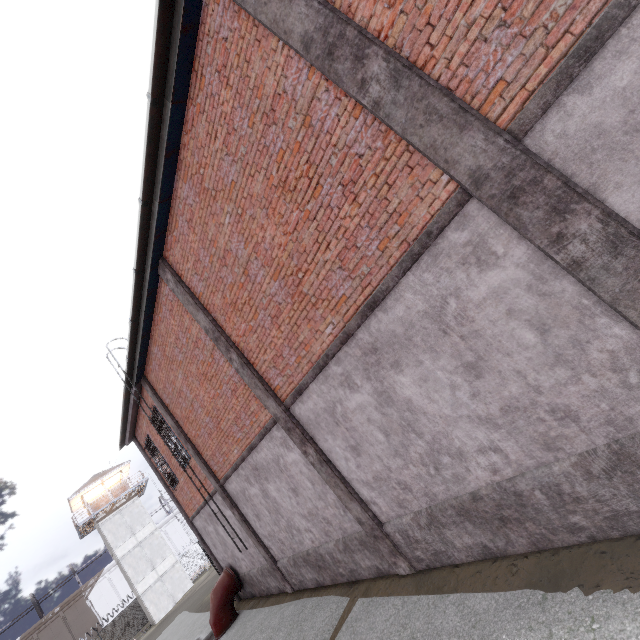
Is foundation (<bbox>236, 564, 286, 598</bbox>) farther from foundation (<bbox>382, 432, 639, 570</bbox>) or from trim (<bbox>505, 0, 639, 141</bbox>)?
trim (<bbox>505, 0, 639, 141</bbox>)

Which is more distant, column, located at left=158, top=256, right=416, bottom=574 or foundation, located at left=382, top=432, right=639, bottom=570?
column, located at left=158, top=256, right=416, bottom=574

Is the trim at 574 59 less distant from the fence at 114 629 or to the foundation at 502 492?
the foundation at 502 492

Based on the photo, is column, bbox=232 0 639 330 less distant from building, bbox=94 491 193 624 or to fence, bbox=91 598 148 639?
fence, bbox=91 598 148 639

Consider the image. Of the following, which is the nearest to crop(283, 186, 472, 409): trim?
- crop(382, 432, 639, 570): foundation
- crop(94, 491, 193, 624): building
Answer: crop(382, 432, 639, 570): foundation

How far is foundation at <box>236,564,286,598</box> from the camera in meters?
10.8 m

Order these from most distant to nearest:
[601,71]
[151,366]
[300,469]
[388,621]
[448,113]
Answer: A: [151,366] < [300,469] < [388,621] < [448,113] < [601,71]

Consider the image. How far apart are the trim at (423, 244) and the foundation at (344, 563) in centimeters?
289cm
